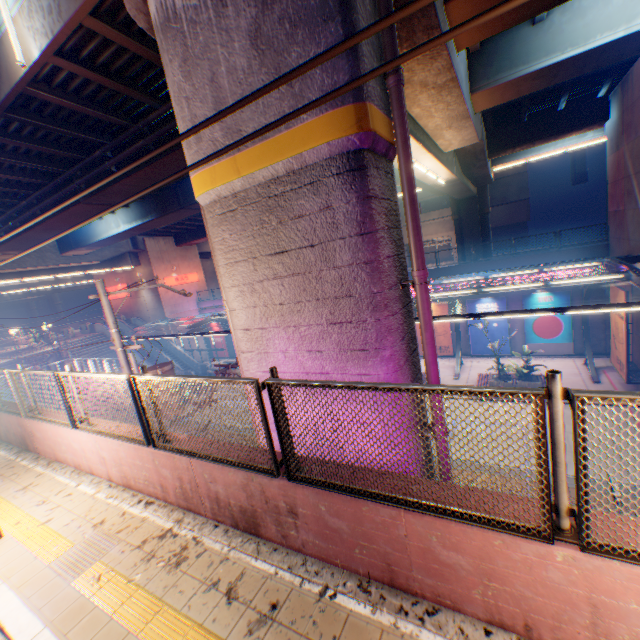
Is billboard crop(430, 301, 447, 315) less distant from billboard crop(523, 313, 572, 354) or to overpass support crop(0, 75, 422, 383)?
billboard crop(523, 313, 572, 354)

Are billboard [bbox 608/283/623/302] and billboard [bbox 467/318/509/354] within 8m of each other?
yes

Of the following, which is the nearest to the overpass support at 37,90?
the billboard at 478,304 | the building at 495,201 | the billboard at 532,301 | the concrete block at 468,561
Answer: the concrete block at 468,561

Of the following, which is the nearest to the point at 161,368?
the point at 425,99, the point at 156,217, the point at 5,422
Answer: the point at 5,422

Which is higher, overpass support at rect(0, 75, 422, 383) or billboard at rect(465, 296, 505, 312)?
overpass support at rect(0, 75, 422, 383)

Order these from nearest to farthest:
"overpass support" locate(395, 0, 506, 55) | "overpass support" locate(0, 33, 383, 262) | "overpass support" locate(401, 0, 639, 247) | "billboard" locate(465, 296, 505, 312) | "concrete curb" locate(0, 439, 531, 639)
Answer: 1. "concrete curb" locate(0, 439, 531, 639)
2. "overpass support" locate(0, 33, 383, 262)
3. "overpass support" locate(395, 0, 506, 55)
4. "overpass support" locate(401, 0, 639, 247)
5. "billboard" locate(465, 296, 505, 312)

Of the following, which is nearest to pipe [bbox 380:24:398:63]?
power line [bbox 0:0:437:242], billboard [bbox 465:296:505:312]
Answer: power line [bbox 0:0:437:242]

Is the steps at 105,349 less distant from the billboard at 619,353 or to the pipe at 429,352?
the pipe at 429,352
